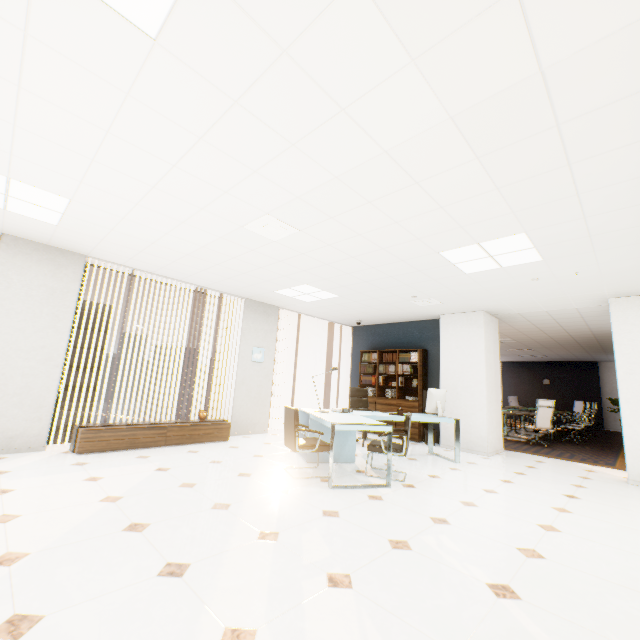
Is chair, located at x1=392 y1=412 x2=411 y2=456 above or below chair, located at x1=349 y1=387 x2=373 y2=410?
below

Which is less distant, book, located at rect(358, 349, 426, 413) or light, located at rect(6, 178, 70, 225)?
light, located at rect(6, 178, 70, 225)

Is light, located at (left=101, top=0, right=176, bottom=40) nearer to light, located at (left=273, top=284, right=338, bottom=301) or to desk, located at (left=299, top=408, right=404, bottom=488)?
desk, located at (left=299, top=408, right=404, bottom=488)

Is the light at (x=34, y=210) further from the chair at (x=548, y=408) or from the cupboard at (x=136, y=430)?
the chair at (x=548, y=408)

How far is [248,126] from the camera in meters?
2.3

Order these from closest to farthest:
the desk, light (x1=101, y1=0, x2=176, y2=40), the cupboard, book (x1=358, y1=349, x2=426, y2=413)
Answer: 1. light (x1=101, y1=0, x2=176, y2=40)
2. the desk
3. the cupboard
4. book (x1=358, y1=349, x2=426, y2=413)

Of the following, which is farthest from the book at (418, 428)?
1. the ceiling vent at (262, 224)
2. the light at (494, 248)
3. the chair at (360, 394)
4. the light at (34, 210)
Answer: the light at (34, 210)

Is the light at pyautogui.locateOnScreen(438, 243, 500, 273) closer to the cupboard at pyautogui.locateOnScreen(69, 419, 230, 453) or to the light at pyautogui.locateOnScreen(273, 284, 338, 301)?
the light at pyautogui.locateOnScreen(273, 284, 338, 301)
